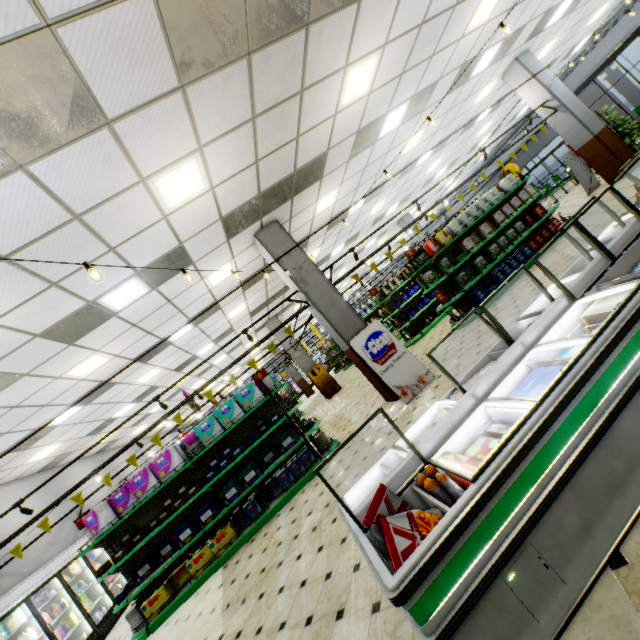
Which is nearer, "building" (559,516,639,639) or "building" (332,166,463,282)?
→ "building" (559,516,639,639)

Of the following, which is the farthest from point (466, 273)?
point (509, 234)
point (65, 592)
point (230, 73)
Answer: point (65, 592)

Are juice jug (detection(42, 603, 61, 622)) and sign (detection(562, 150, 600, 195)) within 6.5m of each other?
no

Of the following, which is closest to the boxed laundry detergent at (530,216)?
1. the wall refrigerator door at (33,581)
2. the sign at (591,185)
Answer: the sign at (591,185)

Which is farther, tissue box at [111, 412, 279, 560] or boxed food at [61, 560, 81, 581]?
boxed food at [61, 560, 81, 581]

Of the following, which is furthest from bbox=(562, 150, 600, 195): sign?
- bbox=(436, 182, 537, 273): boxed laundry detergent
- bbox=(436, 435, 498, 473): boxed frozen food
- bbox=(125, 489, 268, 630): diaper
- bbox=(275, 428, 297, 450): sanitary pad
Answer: bbox=(125, 489, 268, 630): diaper

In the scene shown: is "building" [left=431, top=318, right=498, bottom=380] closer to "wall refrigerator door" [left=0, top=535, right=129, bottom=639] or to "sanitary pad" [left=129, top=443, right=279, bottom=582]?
"wall refrigerator door" [left=0, top=535, right=129, bottom=639]

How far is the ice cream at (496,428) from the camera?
2.0 meters
